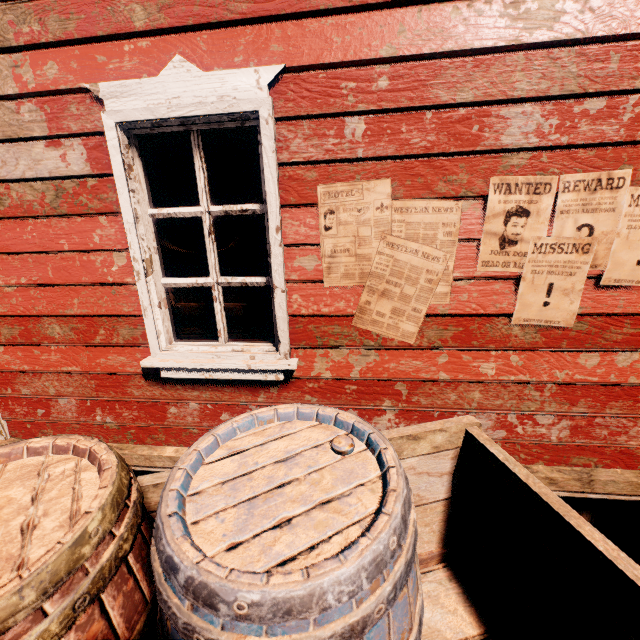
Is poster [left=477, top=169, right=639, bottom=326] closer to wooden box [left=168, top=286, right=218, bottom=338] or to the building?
the building

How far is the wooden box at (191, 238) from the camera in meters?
2.3

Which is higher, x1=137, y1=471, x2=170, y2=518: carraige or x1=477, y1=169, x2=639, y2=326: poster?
x1=477, y1=169, x2=639, y2=326: poster

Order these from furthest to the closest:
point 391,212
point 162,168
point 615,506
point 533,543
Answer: point 162,168 → point 615,506 → point 391,212 → point 533,543

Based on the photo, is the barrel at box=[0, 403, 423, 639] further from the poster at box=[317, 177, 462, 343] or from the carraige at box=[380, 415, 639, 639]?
the poster at box=[317, 177, 462, 343]

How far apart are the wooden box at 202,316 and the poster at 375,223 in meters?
0.5

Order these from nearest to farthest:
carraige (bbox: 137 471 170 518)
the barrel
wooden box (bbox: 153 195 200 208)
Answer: the barrel → carraige (bbox: 137 471 170 518) → wooden box (bbox: 153 195 200 208)

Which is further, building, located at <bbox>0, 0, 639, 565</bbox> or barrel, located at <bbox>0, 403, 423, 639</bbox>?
building, located at <bbox>0, 0, 639, 565</bbox>
